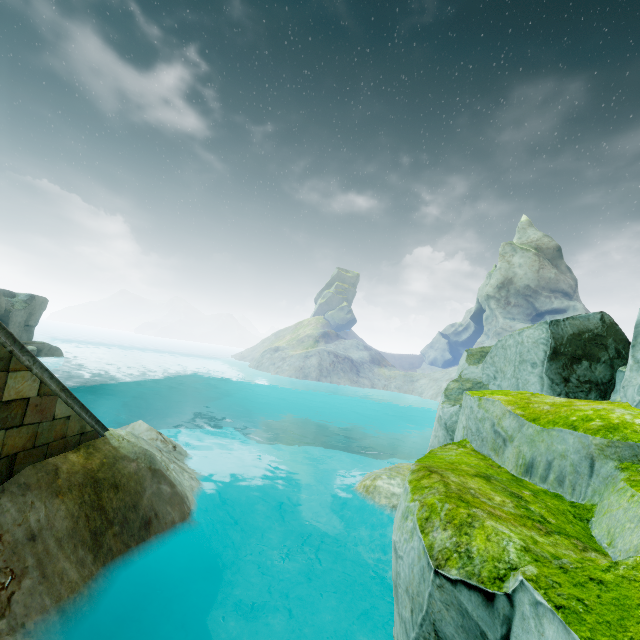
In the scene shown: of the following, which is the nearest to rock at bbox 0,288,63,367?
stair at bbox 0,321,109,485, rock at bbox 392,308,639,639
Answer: stair at bbox 0,321,109,485

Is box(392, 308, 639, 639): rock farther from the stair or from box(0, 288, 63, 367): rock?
box(0, 288, 63, 367): rock

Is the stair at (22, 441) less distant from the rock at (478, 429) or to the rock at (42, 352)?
the rock at (478, 429)

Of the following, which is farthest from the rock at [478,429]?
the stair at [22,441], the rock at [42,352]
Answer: the rock at [42,352]

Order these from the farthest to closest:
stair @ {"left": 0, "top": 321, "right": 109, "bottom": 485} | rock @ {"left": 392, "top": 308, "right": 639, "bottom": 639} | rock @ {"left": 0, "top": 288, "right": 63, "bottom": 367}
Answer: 1. rock @ {"left": 0, "top": 288, "right": 63, "bottom": 367}
2. stair @ {"left": 0, "top": 321, "right": 109, "bottom": 485}
3. rock @ {"left": 392, "top": 308, "right": 639, "bottom": 639}

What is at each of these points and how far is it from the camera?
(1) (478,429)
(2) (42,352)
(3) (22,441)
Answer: (1) rock, 4.9 meters
(2) rock, 27.0 meters
(3) stair, 4.5 meters
